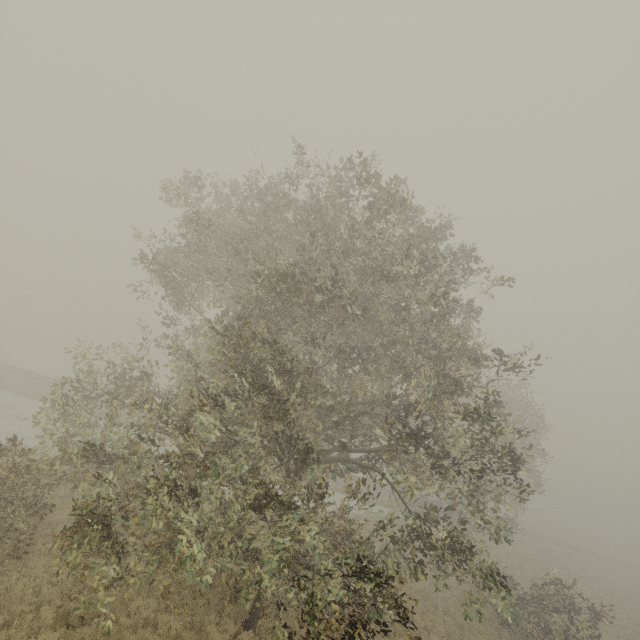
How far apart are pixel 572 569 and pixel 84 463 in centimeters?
4336cm
